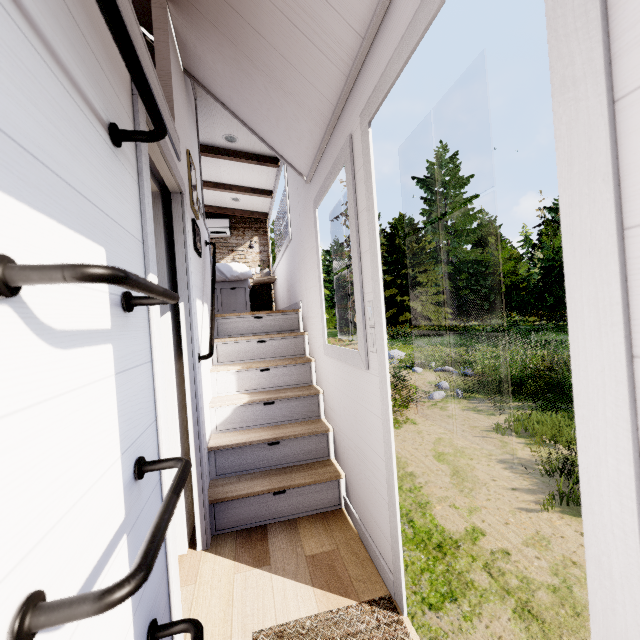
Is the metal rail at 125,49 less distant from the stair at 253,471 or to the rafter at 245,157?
the stair at 253,471

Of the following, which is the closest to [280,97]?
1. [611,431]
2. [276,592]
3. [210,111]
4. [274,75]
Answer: [274,75]

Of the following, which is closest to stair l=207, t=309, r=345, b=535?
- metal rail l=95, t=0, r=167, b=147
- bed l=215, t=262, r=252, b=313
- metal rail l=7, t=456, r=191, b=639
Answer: bed l=215, t=262, r=252, b=313

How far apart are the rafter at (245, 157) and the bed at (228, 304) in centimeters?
142cm

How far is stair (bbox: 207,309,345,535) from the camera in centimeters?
231cm

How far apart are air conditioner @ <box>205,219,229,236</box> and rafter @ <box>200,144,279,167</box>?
2.3m

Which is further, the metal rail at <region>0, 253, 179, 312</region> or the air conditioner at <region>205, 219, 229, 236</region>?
the air conditioner at <region>205, 219, 229, 236</region>

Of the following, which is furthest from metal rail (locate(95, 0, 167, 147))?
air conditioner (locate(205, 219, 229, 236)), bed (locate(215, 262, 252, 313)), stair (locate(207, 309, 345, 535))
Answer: air conditioner (locate(205, 219, 229, 236))
